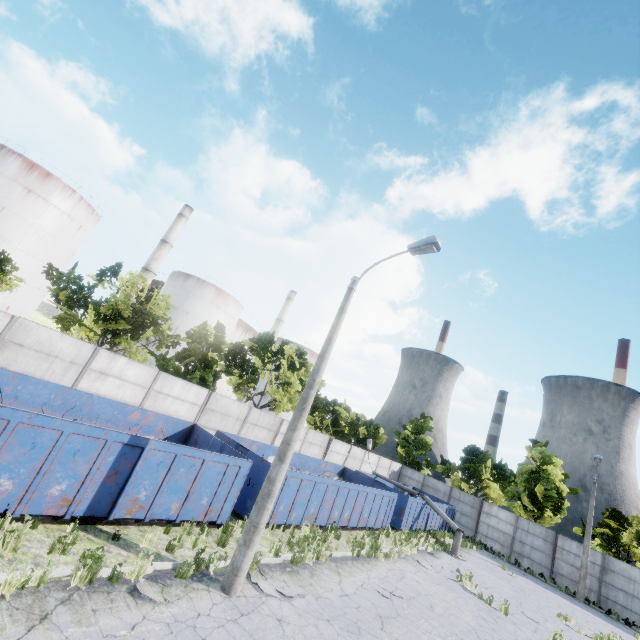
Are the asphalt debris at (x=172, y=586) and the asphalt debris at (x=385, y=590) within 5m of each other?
no

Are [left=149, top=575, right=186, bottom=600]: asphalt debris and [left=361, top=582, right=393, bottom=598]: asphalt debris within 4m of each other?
no

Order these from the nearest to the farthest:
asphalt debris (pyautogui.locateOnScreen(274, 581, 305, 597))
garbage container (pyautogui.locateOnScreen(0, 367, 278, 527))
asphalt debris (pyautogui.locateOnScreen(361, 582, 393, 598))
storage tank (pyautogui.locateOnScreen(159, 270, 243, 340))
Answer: garbage container (pyautogui.locateOnScreen(0, 367, 278, 527)) → asphalt debris (pyautogui.locateOnScreen(274, 581, 305, 597)) → asphalt debris (pyautogui.locateOnScreen(361, 582, 393, 598)) → storage tank (pyautogui.locateOnScreen(159, 270, 243, 340))

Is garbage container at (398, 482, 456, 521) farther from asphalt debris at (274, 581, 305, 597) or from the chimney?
the chimney

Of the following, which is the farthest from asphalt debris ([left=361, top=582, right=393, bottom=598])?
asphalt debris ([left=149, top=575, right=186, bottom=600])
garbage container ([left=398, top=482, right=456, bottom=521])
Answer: garbage container ([left=398, top=482, right=456, bottom=521])

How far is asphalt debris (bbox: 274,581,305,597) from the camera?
8.50m

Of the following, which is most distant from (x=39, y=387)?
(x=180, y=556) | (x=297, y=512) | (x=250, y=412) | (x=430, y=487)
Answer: (x=430, y=487)

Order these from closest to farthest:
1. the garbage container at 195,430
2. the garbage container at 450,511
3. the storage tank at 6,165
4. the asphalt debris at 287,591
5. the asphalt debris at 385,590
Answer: the garbage container at 195,430 < the asphalt debris at 287,591 < the asphalt debris at 385,590 < the garbage container at 450,511 < the storage tank at 6,165
